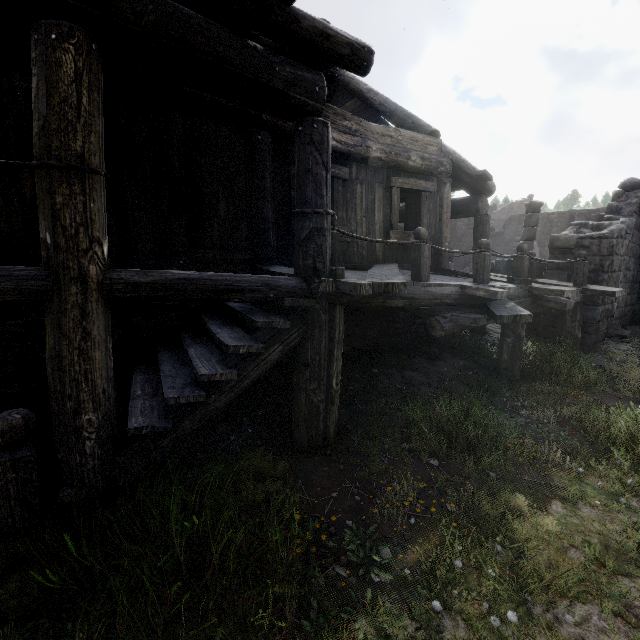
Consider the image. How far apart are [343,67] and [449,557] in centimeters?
494cm
